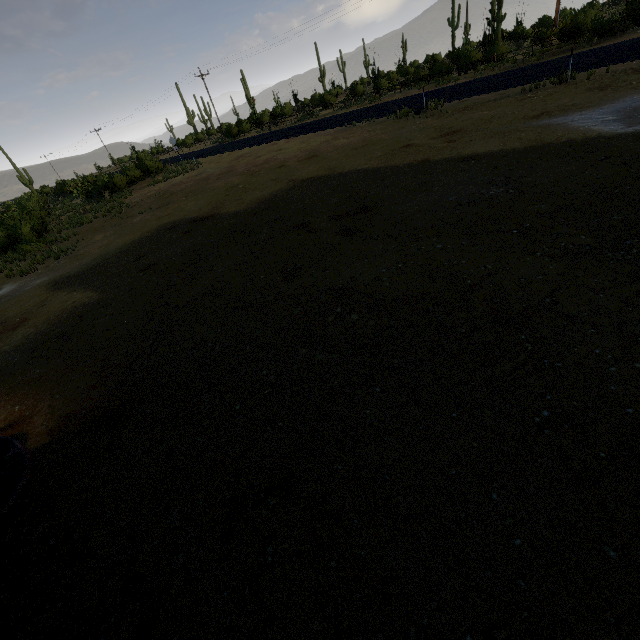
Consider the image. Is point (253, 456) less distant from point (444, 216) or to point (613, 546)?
point (613, 546)
